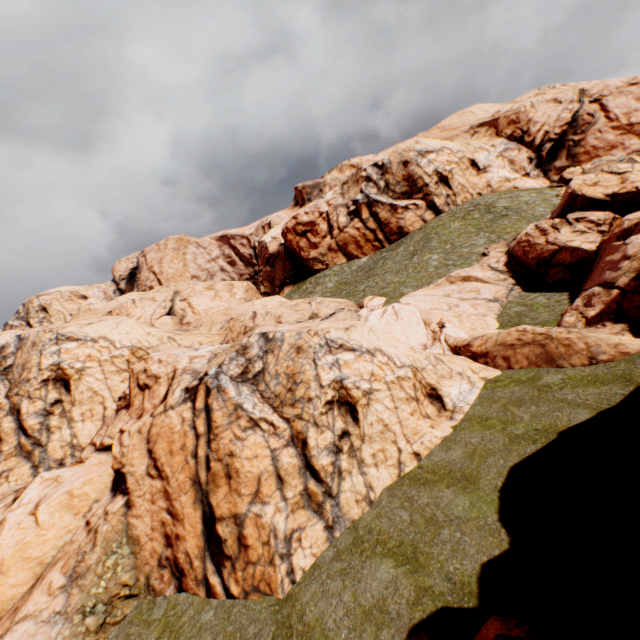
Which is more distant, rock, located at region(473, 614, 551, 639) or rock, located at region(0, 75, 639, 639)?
rock, located at region(0, 75, 639, 639)

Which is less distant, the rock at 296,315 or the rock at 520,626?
the rock at 520,626

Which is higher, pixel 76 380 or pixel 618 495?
pixel 76 380
